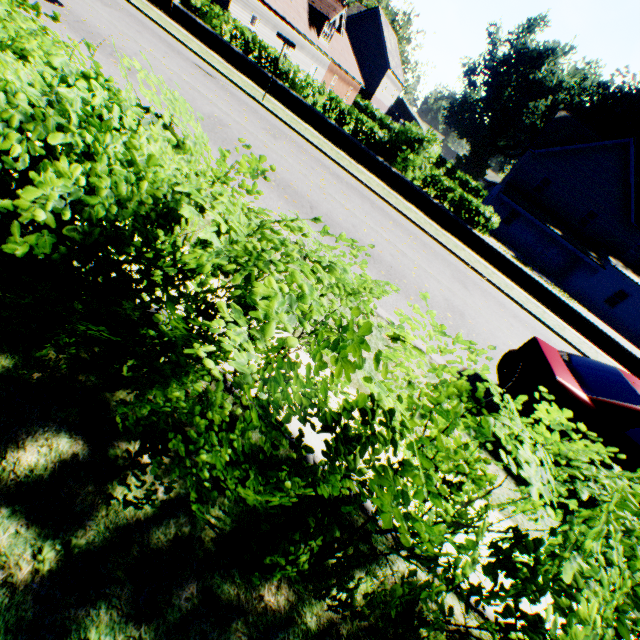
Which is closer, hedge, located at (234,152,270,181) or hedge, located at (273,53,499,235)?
hedge, located at (234,152,270,181)

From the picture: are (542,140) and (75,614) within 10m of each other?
no

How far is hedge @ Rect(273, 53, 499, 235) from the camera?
15.70m

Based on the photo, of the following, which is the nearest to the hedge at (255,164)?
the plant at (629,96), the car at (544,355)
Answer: the plant at (629,96)

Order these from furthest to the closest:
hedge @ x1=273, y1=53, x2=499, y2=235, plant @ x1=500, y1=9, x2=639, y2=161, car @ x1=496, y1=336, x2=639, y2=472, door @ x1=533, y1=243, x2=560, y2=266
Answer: plant @ x1=500, y1=9, x2=639, y2=161 < door @ x1=533, y1=243, x2=560, y2=266 < hedge @ x1=273, y1=53, x2=499, y2=235 < car @ x1=496, y1=336, x2=639, y2=472

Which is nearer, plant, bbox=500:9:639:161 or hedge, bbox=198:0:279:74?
hedge, bbox=198:0:279:74

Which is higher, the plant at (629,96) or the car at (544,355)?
the plant at (629,96)

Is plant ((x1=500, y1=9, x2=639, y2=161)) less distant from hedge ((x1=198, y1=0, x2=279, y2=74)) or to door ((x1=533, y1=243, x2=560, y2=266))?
hedge ((x1=198, y1=0, x2=279, y2=74))
